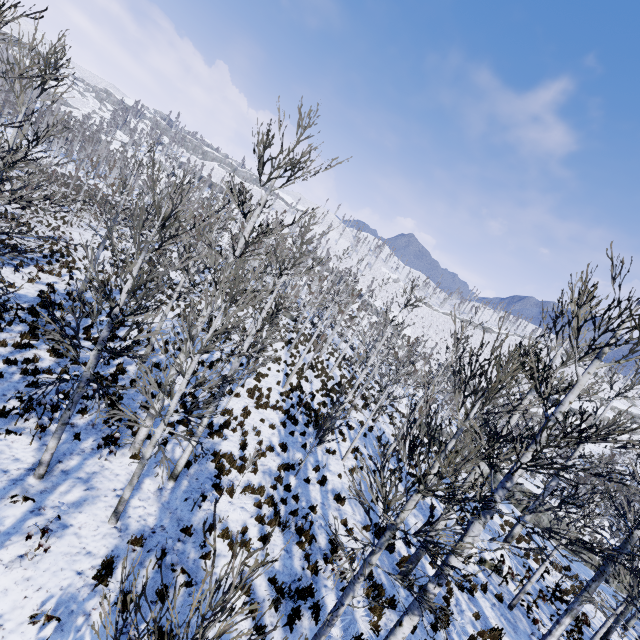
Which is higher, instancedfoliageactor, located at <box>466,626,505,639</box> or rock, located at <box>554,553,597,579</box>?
Answer: instancedfoliageactor, located at <box>466,626,505,639</box>

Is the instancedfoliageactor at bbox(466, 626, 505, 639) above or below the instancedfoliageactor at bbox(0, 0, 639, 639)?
below

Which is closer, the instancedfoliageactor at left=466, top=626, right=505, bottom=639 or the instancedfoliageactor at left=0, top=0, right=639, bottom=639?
the instancedfoliageactor at left=0, top=0, right=639, bottom=639

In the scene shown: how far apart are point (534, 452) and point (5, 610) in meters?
8.2 m

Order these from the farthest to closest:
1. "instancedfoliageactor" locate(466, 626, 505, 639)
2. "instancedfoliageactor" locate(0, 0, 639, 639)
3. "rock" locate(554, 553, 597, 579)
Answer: "rock" locate(554, 553, 597, 579) → "instancedfoliageactor" locate(466, 626, 505, 639) → "instancedfoliageactor" locate(0, 0, 639, 639)

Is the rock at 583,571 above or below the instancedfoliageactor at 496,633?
below

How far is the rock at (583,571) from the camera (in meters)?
19.64

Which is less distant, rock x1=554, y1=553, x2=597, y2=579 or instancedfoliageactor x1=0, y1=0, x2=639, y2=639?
instancedfoliageactor x1=0, y1=0, x2=639, y2=639
